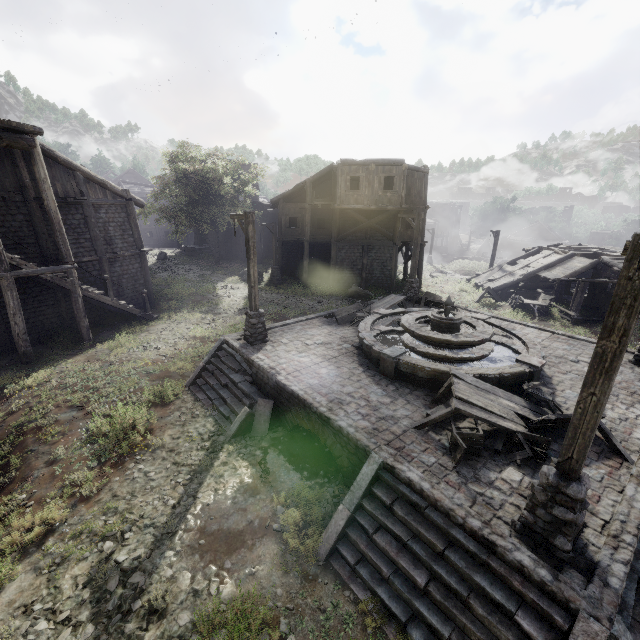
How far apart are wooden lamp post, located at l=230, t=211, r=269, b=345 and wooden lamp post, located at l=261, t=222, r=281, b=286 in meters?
13.4 m

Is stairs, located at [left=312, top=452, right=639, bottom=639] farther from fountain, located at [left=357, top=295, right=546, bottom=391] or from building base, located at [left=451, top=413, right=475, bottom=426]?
fountain, located at [left=357, top=295, right=546, bottom=391]

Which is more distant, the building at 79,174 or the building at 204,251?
the building at 204,251

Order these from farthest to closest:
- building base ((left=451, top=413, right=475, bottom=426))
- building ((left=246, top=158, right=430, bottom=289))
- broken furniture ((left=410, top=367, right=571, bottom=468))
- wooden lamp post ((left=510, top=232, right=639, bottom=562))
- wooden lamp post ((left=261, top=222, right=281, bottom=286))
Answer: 1. wooden lamp post ((left=261, top=222, right=281, bottom=286))
2. building ((left=246, top=158, right=430, bottom=289))
3. building base ((left=451, top=413, right=475, bottom=426))
4. broken furniture ((left=410, top=367, right=571, bottom=468))
5. wooden lamp post ((left=510, top=232, right=639, bottom=562))

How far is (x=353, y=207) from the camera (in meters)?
22.95

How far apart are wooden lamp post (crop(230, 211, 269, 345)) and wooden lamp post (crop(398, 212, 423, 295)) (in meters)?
9.09

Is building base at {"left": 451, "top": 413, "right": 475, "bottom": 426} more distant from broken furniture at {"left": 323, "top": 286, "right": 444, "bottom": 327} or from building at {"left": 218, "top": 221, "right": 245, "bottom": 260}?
building at {"left": 218, "top": 221, "right": 245, "bottom": 260}

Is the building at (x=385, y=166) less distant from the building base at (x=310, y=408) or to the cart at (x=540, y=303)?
the cart at (x=540, y=303)
